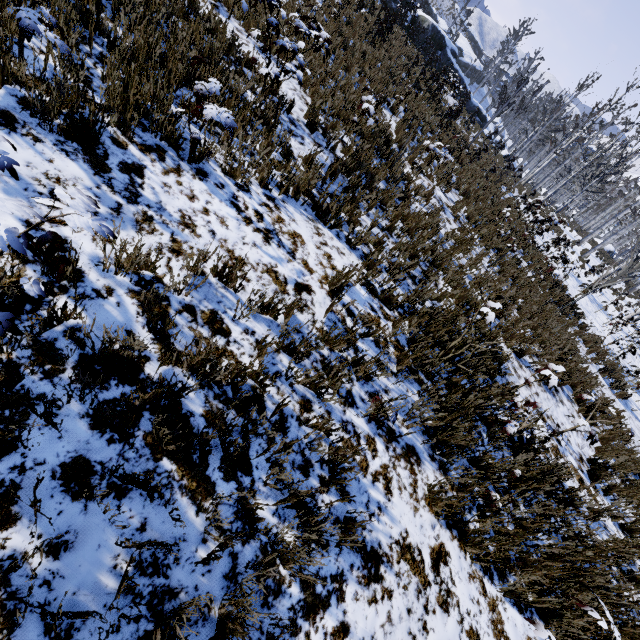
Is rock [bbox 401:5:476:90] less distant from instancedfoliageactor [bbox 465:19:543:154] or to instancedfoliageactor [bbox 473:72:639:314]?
instancedfoliageactor [bbox 465:19:543:154]

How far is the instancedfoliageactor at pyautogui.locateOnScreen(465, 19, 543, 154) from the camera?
14.9 meters

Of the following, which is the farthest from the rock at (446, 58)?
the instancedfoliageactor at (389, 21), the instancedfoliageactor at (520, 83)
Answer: the instancedfoliageactor at (389, 21)

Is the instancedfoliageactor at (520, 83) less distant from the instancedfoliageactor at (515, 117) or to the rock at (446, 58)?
the rock at (446, 58)

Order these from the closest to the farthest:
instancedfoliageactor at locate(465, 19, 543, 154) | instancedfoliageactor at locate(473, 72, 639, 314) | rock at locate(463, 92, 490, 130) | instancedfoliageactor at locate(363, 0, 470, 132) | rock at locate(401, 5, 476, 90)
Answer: instancedfoliageactor at locate(363, 0, 470, 132) < instancedfoliageactor at locate(473, 72, 639, 314) < instancedfoliageactor at locate(465, 19, 543, 154) < rock at locate(401, 5, 476, 90) < rock at locate(463, 92, 490, 130)

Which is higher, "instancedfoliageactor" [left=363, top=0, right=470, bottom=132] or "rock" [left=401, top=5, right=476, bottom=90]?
"rock" [left=401, top=5, right=476, bottom=90]

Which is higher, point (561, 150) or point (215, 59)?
point (561, 150)
